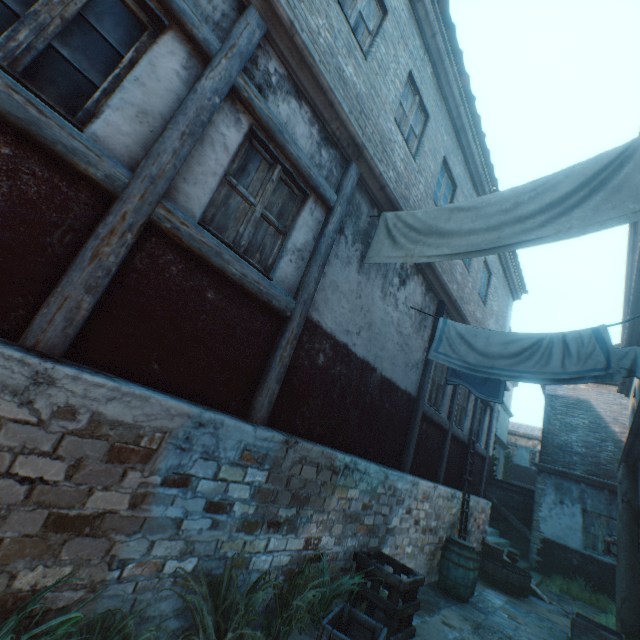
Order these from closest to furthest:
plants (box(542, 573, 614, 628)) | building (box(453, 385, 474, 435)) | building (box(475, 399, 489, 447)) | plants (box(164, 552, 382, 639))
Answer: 1. plants (box(164, 552, 382, 639))
2. plants (box(542, 573, 614, 628))
3. building (box(453, 385, 474, 435))
4. building (box(475, 399, 489, 447))

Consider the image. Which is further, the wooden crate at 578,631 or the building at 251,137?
the wooden crate at 578,631

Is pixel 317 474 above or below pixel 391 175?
below

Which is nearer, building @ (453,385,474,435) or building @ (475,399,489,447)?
building @ (453,385,474,435)

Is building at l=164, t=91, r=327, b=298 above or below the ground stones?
above

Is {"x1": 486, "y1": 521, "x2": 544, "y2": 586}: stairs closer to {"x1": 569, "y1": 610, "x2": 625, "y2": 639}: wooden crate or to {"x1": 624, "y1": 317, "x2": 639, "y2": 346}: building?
{"x1": 624, "y1": 317, "x2": 639, "y2": 346}: building

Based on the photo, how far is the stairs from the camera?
10.6m

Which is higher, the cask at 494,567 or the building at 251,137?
the building at 251,137
